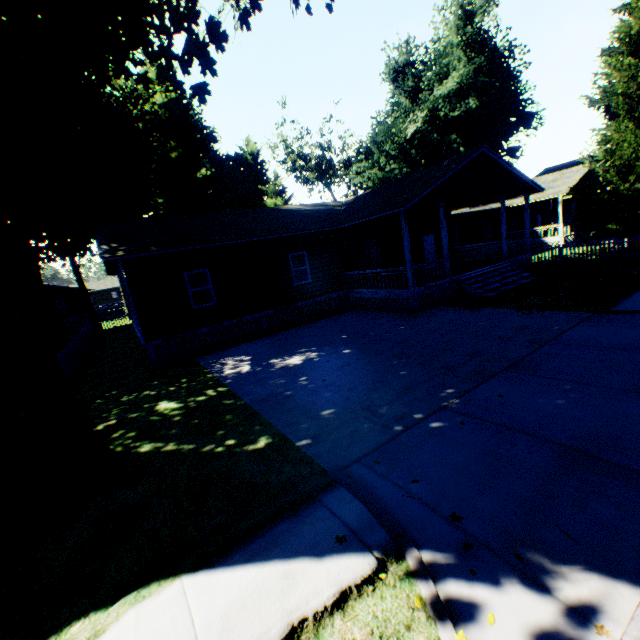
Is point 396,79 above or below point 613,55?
above

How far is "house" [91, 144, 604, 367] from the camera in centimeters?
1310cm

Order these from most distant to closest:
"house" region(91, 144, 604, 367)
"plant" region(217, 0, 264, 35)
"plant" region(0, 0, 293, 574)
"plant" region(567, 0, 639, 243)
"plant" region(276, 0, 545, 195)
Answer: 1. "plant" region(276, 0, 545, 195)
2. "plant" region(567, 0, 639, 243)
3. "plant" region(217, 0, 264, 35)
4. "house" region(91, 144, 604, 367)
5. "plant" region(0, 0, 293, 574)

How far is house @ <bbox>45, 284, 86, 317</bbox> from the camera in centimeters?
4432cm

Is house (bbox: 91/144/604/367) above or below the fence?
above

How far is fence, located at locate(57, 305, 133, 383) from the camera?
13.2 meters

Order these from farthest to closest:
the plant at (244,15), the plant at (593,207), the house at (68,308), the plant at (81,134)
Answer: the house at (68,308) < the plant at (593,207) < the plant at (244,15) < the plant at (81,134)

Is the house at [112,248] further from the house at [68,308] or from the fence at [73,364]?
the house at [68,308]
